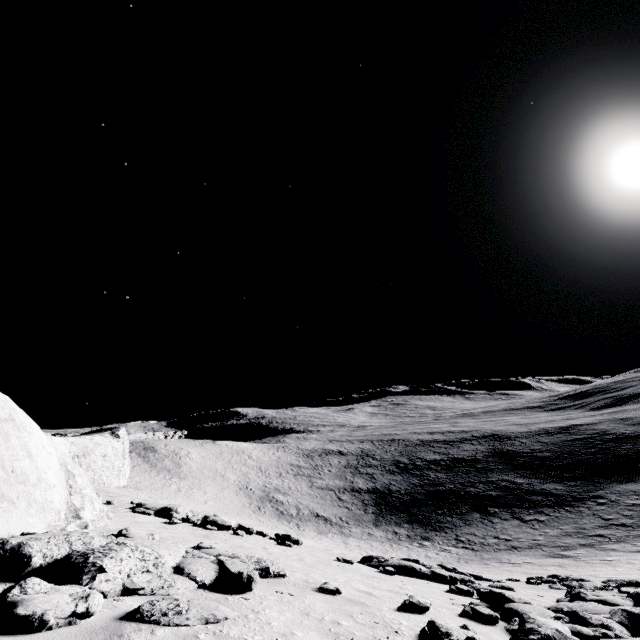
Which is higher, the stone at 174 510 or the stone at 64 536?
the stone at 64 536

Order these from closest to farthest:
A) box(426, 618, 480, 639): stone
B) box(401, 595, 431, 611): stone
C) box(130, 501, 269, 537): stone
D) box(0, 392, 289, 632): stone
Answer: box(0, 392, 289, 632): stone
box(426, 618, 480, 639): stone
box(401, 595, 431, 611): stone
box(130, 501, 269, 537): stone

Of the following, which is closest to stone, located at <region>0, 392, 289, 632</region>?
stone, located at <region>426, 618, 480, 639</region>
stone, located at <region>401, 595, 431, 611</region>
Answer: stone, located at <region>426, 618, 480, 639</region>

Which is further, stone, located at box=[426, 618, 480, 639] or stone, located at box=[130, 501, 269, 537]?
stone, located at box=[130, 501, 269, 537]

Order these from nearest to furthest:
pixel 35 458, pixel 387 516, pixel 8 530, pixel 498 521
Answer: pixel 8 530
pixel 35 458
pixel 498 521
pixel 387 516

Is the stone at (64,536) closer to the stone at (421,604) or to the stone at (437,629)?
the stone at (437,629)

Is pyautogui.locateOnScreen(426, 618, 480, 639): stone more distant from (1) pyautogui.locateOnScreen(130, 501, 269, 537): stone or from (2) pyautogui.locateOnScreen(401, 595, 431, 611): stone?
(1) pyautogui.locateOnScreen(130, 501, 269, 537): stone

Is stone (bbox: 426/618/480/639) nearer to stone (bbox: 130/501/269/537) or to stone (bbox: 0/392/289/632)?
stone (bbox: 0/392/289/632)
